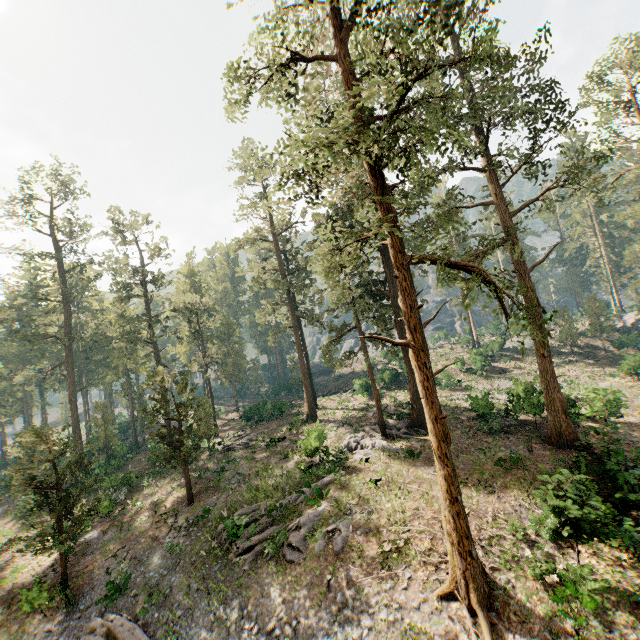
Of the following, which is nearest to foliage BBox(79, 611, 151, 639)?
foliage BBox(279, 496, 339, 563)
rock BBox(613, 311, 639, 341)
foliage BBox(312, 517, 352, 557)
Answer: foliage BBox(279, 496, 339, 563)

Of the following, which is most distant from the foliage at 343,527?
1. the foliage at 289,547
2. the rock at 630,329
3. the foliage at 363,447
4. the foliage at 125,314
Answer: the rock at 630,329

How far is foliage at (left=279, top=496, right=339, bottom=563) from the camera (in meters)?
16.61

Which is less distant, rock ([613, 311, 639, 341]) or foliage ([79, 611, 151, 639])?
foliage ([79, 611, 151, 639])

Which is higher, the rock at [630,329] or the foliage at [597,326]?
the foliage at [597,326]

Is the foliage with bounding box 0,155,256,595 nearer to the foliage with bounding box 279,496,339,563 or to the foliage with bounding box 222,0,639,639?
the foliage with bounding box 222,0,639,639

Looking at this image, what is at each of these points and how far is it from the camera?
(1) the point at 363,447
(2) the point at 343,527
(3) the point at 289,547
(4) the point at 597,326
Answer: (1) foliage, 25.7m
(2) foliage, 17.2m
(3) foliage, 16.9m
(4) foliage, 45.8m

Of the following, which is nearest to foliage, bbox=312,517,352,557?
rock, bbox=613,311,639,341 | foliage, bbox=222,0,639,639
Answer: foliage, bbox=222,0,639,639
